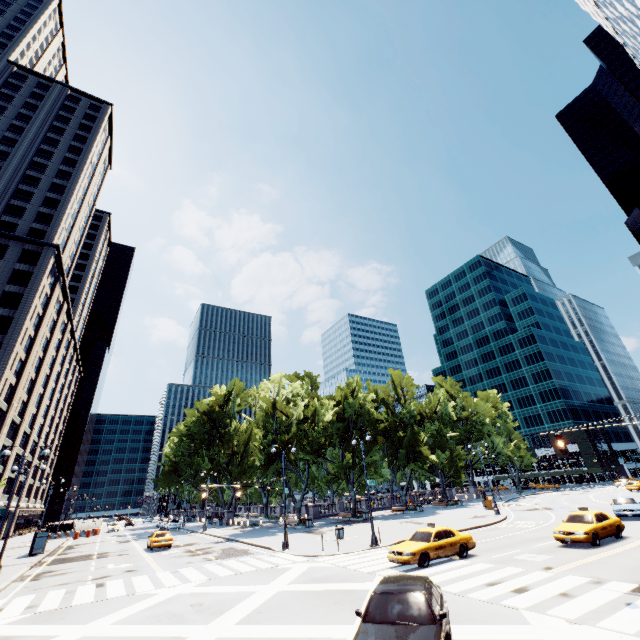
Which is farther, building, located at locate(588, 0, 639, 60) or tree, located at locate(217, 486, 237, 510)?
tree, located at locate(217, 486, 237, 510)

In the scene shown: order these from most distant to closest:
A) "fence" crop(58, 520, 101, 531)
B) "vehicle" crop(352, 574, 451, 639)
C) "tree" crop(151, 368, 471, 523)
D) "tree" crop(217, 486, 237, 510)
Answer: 1. "tree" crop(217, 486, 237, 510)
2. "fence" crop(58, 520, 101, 531)
3. "tree" crop(151, 368, 471, 523)
4. "vehicle" crop(352, 574, 451, 639)

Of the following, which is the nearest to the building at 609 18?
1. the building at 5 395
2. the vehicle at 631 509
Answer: the vehicle at 631 509

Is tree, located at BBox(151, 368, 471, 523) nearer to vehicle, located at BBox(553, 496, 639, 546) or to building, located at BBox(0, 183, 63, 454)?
building, located at BBox(0, 183, 63, 454)

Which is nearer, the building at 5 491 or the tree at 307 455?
the tree at 307 455

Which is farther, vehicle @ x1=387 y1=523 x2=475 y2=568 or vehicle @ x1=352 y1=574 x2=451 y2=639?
vehicle @ x1=387 y1=523 x2=475 y2=568

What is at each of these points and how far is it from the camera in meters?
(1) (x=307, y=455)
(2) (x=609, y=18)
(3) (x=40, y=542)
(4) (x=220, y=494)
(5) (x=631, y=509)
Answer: (1) tree, 43.1
(2) building, 54.8
(3) bus stop, 32.7
(4) tree, 58.1
(5) vehicle, 25.0

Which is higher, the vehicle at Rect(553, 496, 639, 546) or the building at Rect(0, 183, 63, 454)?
the building at Rect(0, 183, 63, 454)
